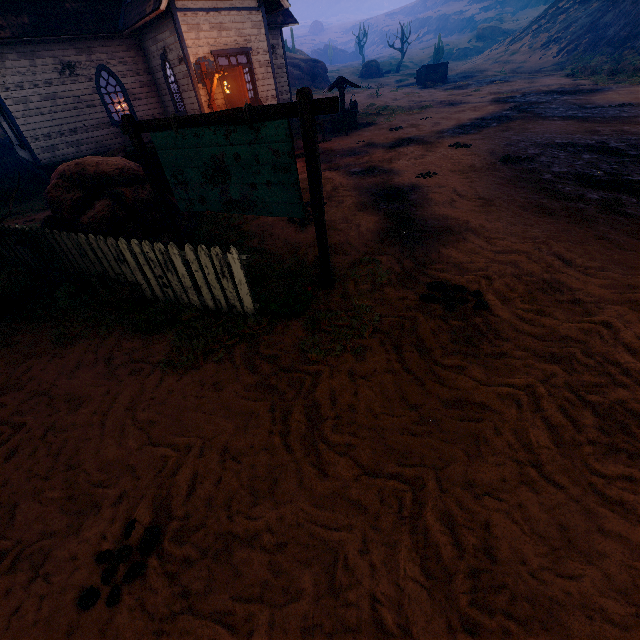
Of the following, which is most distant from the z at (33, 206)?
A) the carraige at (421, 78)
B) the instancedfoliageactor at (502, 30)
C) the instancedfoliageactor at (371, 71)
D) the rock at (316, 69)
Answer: the instancedfoliageactor at (502, 30)

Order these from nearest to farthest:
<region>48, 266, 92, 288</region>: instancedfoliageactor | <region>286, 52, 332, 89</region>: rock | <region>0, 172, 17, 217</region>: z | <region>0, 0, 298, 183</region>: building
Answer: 1. <region>48, 266, 92, 288</region>: instancedfoliageactor
2. <region>0, 172, 17, 217</region>: z
3. <region>0, 0, 298, 183</region>: building
4. <region>286, 52, 332, 89</region>: rock

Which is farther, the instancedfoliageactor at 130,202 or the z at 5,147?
the z at 5,147

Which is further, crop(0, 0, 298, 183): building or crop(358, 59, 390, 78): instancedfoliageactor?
crop(358, 59, 390, 78): instancedfoliageactor

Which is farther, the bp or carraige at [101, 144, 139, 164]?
the bp

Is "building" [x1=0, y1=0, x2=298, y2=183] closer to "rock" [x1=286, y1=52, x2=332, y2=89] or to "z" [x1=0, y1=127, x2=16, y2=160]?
"z" [x1=0, y1=127, x2=16, y2=160]

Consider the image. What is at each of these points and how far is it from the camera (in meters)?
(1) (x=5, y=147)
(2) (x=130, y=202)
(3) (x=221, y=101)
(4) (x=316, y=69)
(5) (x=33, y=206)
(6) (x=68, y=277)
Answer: (1) z, 22.44
(2) instancedfoliageactor, 5.87
(3) building, 13.66
(4) rock, 40.88
(5) z, 11.40
(6) instancedfoliageactor, 5.94

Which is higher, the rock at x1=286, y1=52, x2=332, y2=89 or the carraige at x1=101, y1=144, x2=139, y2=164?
the rock at x1=286, y1=52, x2=332, y2=89
